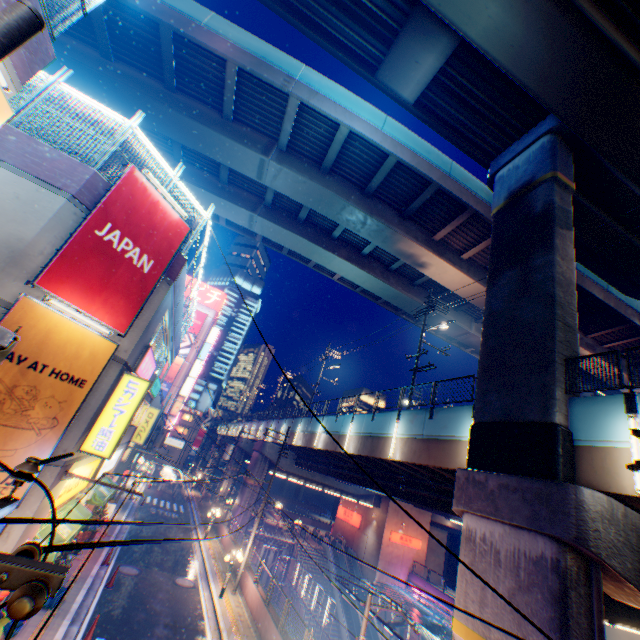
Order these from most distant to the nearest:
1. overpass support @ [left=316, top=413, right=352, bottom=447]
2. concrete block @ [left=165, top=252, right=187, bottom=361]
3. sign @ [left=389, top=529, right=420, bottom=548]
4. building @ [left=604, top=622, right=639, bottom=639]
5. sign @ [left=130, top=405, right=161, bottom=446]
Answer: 1. sign @ [left=389, top=529, right=420, bottom=548]
2. building @ [left=604, top=622, right=639, bottom=639]
3. sign @ [left=130, top=405, right=161, bottom=446]
4. overpass support @ [left=316, top=413, right=352, bottom=447]
5. concrete block @ [left=165, top=252, right=187, bottom=361]

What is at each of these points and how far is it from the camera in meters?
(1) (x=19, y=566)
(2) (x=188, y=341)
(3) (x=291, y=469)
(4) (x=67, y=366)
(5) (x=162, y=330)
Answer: (1) electric pole, 1.7
(2) billboard, 56.4
(3) overpass support, 36.1
(4) billboard, 8.3
(5) building, 15.8

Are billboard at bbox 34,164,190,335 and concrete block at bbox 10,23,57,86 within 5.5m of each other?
yes

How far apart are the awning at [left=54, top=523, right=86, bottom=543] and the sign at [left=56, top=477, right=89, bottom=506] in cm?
34

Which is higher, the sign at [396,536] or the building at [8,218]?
Answer: the building at [8,218]

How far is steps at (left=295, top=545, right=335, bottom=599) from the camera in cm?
3431

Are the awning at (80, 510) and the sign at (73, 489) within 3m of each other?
yes

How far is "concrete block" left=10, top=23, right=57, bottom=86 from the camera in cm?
536
